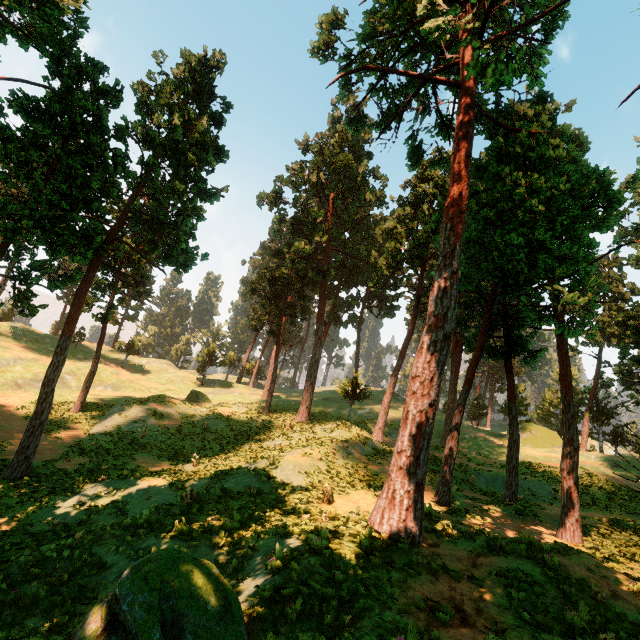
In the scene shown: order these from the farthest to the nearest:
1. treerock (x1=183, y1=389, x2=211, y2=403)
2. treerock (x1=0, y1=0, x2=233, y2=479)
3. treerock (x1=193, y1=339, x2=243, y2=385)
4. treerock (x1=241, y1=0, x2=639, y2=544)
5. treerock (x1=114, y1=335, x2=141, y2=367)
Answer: treerock (x1=193, y1=339, x2=243, y2=385) → treerock (x1=114, y1=335, x2=141, y2=367) → treerock (x1=183, y1=389, x2=211, y2=403) → treerock (x1=0, y1=0, x2=233, y2=479) → treerock (x1=241, y1=0, x2=639, y2=544)

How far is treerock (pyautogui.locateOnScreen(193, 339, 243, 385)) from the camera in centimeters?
5200cm

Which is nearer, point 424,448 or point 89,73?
point 424,448

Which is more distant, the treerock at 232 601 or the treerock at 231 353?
the treerock at 231 353

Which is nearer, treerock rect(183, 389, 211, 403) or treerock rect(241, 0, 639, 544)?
treerock rect(241, 0, 639, 544)

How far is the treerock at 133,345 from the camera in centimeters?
5038cm
